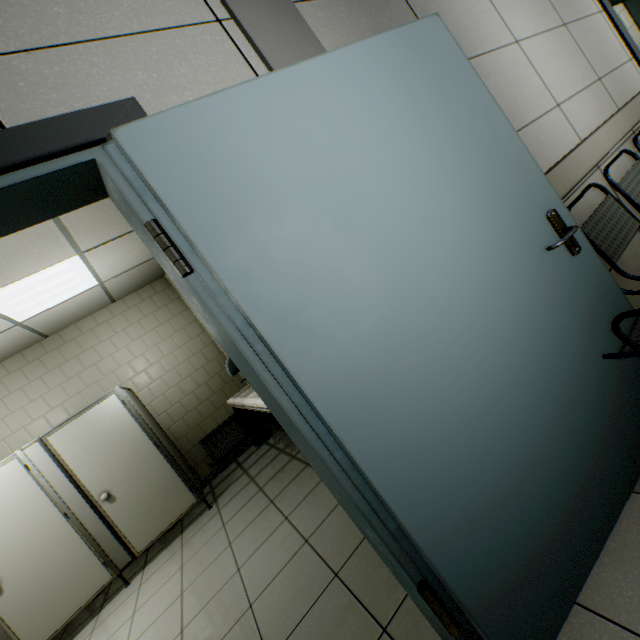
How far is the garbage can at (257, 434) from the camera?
5.2 meters

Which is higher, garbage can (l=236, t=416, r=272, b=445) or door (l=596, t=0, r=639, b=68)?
door (l=596, t=0, r=639, b=68)

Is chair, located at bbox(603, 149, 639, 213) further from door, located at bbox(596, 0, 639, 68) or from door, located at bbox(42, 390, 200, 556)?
door, located at bbox(42, 390, 200, 556)

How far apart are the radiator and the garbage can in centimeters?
11cm

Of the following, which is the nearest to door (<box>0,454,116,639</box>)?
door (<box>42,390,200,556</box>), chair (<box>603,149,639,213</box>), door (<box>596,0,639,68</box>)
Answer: door (<box>42,390,200,556</box>)

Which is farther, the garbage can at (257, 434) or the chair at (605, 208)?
the garbage can at (257, 434)

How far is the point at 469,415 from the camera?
1.1m

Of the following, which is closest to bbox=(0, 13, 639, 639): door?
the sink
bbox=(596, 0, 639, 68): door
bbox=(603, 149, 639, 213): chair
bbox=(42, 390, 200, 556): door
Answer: bbox=(603, 149, 639, 213): chair
